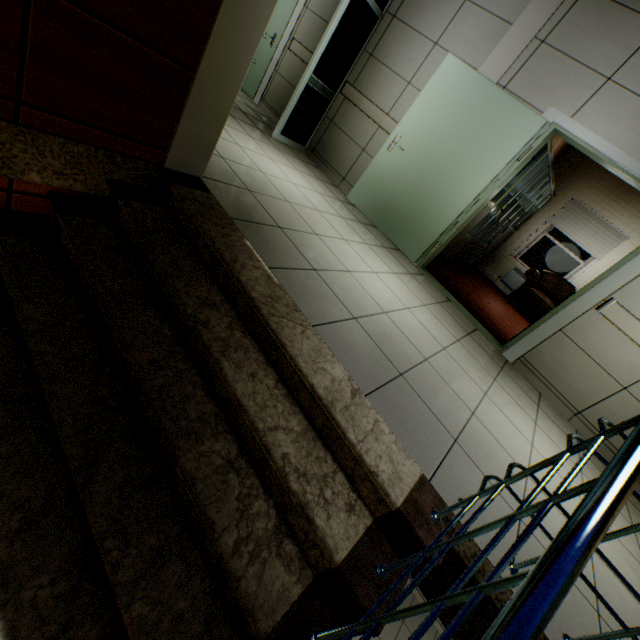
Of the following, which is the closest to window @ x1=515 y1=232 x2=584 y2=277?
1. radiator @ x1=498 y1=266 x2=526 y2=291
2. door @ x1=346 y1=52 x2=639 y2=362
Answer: radiator @ x1=498 y1=266 x2=526 y2=291

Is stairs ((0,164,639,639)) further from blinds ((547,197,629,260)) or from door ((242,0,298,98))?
blinds ((547,197,629,260))

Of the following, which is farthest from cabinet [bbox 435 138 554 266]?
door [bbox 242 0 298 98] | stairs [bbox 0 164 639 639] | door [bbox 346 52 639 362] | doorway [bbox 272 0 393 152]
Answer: door [bbox 242 0 298 98]

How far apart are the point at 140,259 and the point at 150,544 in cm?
148

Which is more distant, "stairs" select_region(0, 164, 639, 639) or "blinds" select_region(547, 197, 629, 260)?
"blinds" select_region(547, 197, 629, 260)

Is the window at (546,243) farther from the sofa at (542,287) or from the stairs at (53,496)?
the stairs at (53,496)

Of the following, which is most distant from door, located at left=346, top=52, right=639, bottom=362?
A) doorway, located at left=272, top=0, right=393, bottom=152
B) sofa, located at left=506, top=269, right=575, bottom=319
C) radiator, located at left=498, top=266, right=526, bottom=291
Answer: radiator, located at left=498, top=266, right=526, bottom=291

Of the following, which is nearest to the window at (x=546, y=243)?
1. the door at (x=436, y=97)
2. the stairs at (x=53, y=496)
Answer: the door at (x=436, y=97)
